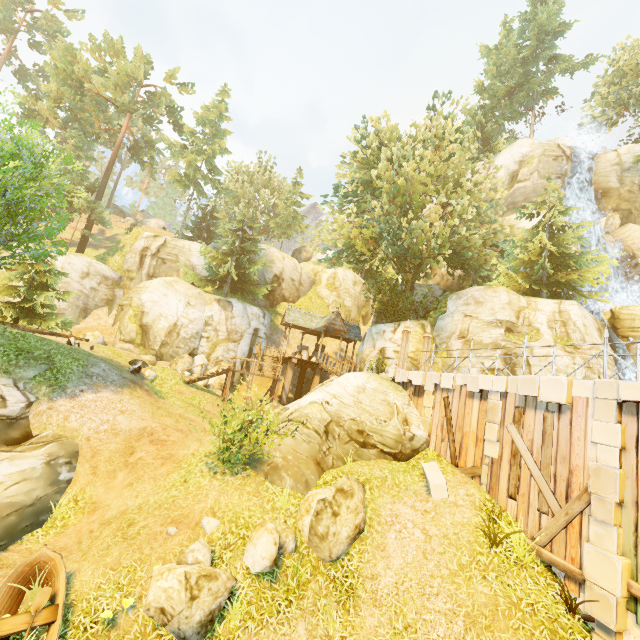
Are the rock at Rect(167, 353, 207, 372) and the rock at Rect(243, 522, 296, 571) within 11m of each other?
no

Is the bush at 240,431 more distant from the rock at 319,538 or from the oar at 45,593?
the oar at 45,593

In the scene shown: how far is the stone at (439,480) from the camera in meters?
10.1

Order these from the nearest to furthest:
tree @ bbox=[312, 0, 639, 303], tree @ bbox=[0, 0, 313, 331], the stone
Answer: the stone → tree @ bbox=[0, 0, 313, 331] → tree @ bbox=[312, 0, 639, 303]

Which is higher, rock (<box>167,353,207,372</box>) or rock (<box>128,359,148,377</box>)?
rock (<box>167,353,207,372</box>)

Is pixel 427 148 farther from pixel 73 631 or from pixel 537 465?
pixel 73 631

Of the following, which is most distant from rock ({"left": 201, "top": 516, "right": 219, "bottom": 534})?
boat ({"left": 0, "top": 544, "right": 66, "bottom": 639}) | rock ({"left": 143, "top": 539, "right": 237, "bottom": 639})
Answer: boat ({"left": 0, "top": 544, "right": 66, "bottom": 639})

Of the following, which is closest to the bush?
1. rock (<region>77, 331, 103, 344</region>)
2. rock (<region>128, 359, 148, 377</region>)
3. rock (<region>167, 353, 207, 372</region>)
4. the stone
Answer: the stone
